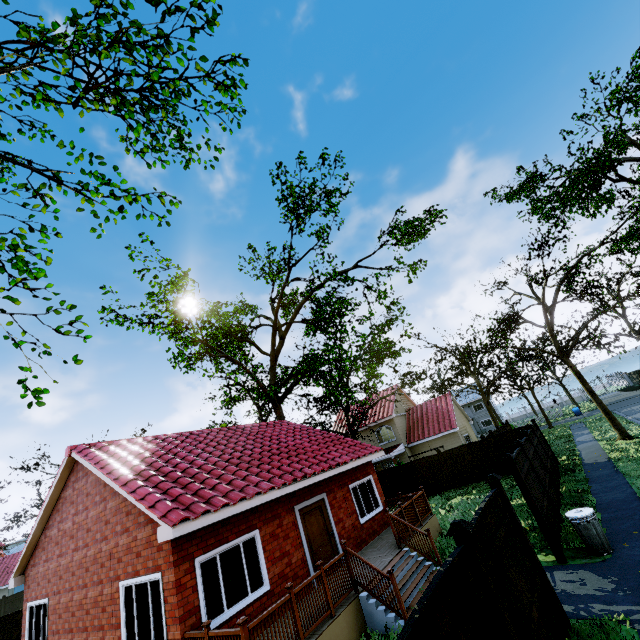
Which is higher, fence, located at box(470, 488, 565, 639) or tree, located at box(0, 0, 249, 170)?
tree, located at box(0, 0, 249, 170)

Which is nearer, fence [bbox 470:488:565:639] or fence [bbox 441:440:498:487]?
fence [bbox 470:488:565:639]

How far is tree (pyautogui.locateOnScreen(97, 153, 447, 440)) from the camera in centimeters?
1850cm

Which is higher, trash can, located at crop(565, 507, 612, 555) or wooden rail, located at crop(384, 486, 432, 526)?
wooden rail, located at crop(384, 486, 432, 526)

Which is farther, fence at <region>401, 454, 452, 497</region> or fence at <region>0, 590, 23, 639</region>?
fence at <region>401, 454, 452, 497</region>

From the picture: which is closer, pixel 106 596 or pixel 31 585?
pixel 106 596

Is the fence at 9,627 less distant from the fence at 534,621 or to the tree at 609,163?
the fence at 534,621

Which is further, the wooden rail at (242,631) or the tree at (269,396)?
the tree at (269,396)
